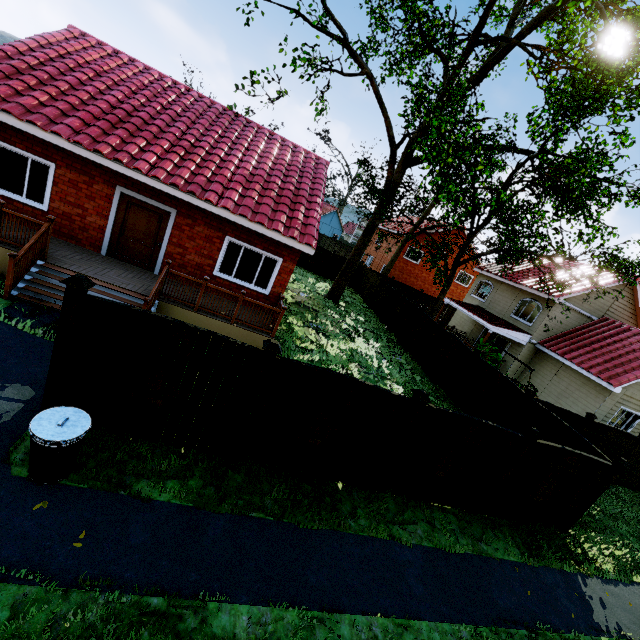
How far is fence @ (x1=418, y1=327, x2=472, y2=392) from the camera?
14.2 meters

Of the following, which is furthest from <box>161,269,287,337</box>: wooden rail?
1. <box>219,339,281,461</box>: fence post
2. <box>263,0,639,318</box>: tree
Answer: <box>263,0,639,318</box>: tree

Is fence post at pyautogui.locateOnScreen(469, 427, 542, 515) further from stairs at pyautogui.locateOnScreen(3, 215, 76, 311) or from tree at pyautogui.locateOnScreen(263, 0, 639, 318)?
stairs at pyautogui.locateOnScreen(3, 215, 76, 311)

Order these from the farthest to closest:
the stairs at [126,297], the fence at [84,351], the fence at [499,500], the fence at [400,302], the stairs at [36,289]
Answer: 1. the fence at [400,302]
2. the stairs at [126,297]
3. the stairs at [36,289]
4. the fence at [499,500]
5. the fence at [84,351]

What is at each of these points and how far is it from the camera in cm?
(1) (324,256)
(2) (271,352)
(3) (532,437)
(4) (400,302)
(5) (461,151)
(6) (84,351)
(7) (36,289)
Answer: (1) fence, 2819
(2) fence post, 534
(3) fence post, 704
(4) fence, 2086
(5) tree, 1542
(6) fence, 495
(7) stairs, 788

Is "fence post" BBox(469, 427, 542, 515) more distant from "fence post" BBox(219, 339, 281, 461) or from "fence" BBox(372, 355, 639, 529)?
"fence post" BBox(219, 339, 281, 461)

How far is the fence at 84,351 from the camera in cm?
489

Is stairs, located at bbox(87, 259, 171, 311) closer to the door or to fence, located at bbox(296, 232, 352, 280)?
the door
